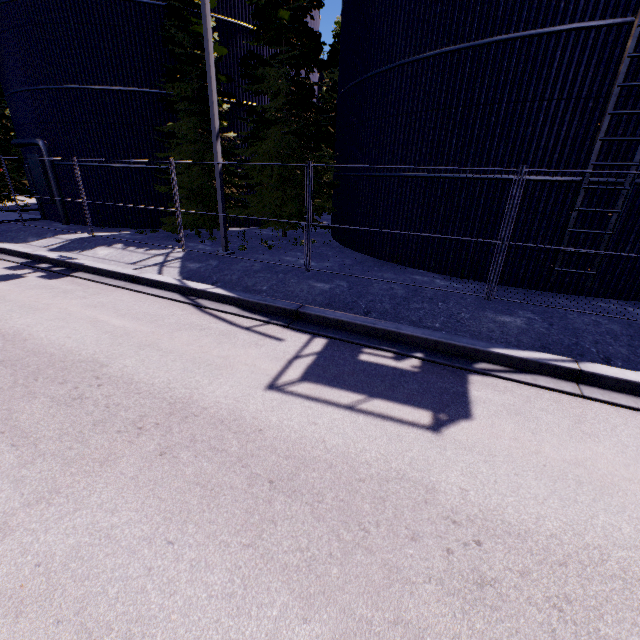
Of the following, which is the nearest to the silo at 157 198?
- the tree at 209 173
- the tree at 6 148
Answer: the tree at 209 173

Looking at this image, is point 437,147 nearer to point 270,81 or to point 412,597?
point 270,81

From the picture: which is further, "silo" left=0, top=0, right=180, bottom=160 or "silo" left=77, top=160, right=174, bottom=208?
"silo" left=77, top=160, right=174, bottom=208

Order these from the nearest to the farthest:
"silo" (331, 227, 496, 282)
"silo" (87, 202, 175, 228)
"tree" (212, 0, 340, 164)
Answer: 1. "silo" (331, 227, 496, 282)
2. "tree" (212, 0, 340, 164)
3. "silo" (87, 202, 175, 228)

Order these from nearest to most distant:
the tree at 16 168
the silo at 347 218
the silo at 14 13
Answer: the silo at 347 218, the silo at 14 13, the tree at 16 168

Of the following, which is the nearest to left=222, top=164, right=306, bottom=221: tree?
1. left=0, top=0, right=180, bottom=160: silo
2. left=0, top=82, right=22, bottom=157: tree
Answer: left=0, top=0, right=180, bottom=160: silo

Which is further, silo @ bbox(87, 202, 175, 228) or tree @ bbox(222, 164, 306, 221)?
silo @ bbox(87, 202, 175, 228)
